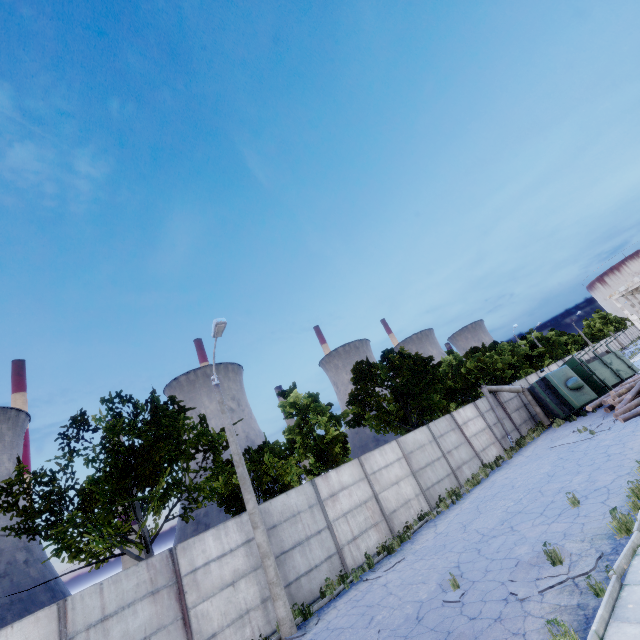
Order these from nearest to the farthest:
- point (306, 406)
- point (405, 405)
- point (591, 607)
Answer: point (591, 607)
point (306, 406)
point (405, 405)

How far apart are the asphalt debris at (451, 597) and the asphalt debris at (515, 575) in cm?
108

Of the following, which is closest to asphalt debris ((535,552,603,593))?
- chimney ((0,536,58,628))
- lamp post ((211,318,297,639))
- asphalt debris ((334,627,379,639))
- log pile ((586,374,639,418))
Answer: asphalt debris ((334,627,379,639))

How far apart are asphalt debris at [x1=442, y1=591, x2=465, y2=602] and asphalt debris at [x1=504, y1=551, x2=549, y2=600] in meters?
1.1

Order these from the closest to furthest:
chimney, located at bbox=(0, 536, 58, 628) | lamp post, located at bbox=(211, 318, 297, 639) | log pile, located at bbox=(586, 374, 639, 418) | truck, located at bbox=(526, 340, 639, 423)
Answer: lamp post, located at bbox=(211, 318, 297, 639), log pile, located at bbox=(586, 374, 639, 418), truck, located at bbox=(526, 340, 639, 423), chimney, located at bbox=(0, 536, 58, 628)

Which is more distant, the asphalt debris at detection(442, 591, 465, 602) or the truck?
the truck

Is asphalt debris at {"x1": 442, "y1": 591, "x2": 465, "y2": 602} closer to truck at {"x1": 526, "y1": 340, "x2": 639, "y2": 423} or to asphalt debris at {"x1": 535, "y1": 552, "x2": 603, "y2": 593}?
asphalt debris at {"x1": 535, "y1": 552, "x2": 603, "y2": 593}
